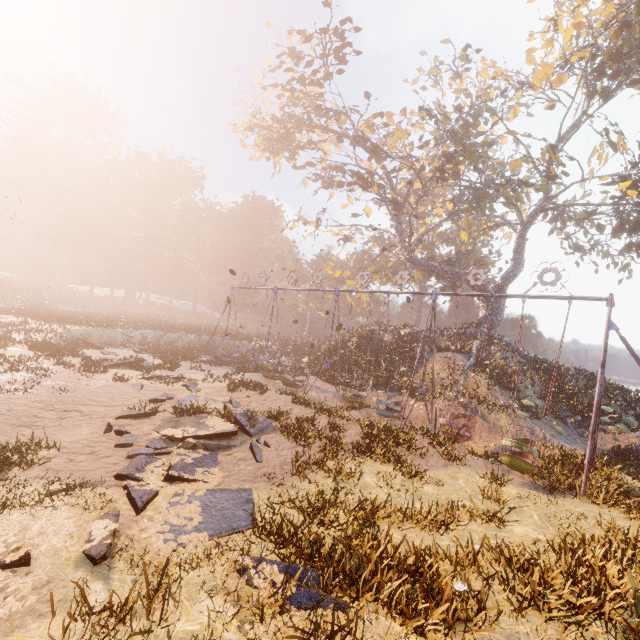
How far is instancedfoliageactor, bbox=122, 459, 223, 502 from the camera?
6.59m

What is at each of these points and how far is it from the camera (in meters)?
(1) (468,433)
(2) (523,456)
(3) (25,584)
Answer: (1) swing, 13.67
(2) swing, 11.77
(3) instancedfoliageactor, 3.81

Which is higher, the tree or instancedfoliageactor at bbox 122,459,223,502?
the tree

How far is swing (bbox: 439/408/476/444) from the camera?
12.40m

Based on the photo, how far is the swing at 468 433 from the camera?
12.40m

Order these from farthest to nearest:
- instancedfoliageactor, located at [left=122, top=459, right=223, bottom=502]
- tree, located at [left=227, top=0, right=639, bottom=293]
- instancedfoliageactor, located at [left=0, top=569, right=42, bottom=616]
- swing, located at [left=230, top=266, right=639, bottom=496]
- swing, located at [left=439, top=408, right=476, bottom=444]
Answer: tree, located at [left=227, top=0, right=639, bottom=293], swing, located at [left=439, top=408, right=476, bottom=444], swing, located at [left=230, top=266, right=639, bottom=496], instancedfoliageactor, located at [left=122, top=459, right=223, bottom=502], instancedfoliageactor, located at [left=0, top=569, right=42, bottom=616]

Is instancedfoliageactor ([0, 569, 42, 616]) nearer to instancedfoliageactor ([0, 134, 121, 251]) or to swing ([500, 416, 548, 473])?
swing ([500, 416, 548, 473])

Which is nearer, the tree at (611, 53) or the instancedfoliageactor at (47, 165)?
the tree at (611, 53)
